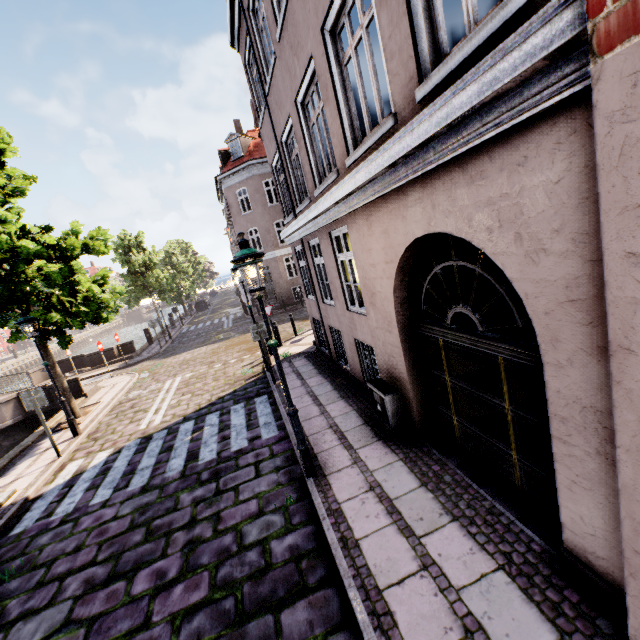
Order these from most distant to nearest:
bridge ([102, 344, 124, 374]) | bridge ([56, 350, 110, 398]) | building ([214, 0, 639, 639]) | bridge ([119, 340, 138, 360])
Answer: bridge ([119, 340, 138, 360])
bridge ([102, 344, 124, 374])
bridge ([56, 350, 110, 398])
building ([214, 0, 639, 639])

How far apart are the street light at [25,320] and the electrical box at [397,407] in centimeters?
906cm

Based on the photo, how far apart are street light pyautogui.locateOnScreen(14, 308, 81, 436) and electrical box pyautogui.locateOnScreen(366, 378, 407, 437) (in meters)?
9.06

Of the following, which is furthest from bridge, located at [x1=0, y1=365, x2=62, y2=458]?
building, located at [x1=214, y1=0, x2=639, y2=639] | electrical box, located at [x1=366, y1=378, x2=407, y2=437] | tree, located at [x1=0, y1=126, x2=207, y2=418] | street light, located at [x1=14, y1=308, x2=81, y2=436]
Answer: electrical box, located at [x1=366, y1=378, x2=407, y2=437]

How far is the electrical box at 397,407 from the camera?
5.6m

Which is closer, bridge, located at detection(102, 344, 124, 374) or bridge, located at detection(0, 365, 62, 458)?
bridge, located at detection(0, 365, 62, 458)

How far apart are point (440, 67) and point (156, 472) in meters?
8.1

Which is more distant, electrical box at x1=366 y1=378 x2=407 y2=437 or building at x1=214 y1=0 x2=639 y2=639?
electrical box at x1=366 y1=378 x2=407 y2=437
